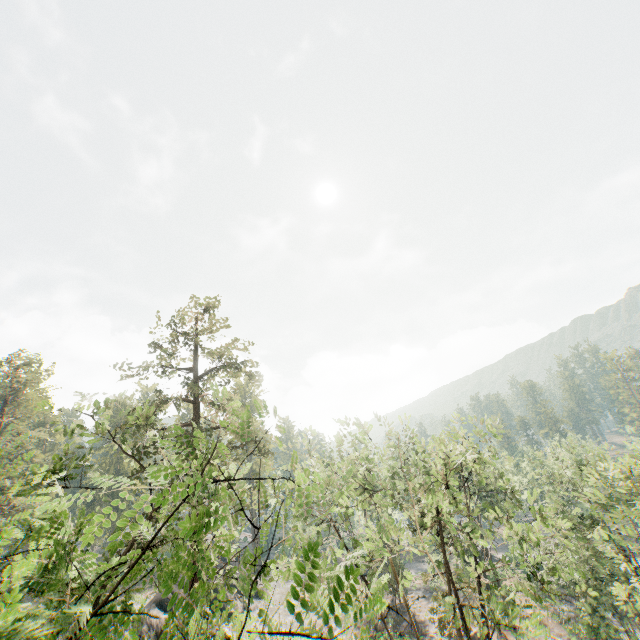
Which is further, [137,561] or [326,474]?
[326,474]

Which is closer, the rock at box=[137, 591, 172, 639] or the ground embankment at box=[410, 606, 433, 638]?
the rock at box=[137, 591, 172, 639]

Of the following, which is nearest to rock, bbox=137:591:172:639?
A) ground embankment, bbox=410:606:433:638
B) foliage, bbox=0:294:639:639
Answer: foliage, bbox=0:294:639:639

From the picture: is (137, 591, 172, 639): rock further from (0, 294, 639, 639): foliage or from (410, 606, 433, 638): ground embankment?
(410, 606, 433, 638): ground embankment

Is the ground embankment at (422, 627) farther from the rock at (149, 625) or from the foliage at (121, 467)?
the rock at (149, 625)

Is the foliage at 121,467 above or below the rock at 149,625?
above
